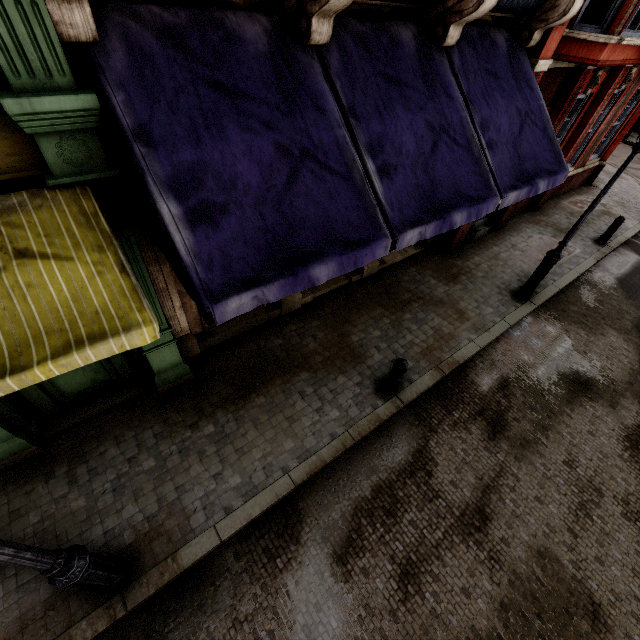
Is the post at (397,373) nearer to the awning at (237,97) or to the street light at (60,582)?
the awning at (237,97)

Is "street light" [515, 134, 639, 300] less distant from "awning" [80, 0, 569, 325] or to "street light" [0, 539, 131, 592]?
"awning" [80, 0, 569, 325]

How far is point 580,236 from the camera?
10.93m

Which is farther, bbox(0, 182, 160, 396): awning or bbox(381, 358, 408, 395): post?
bbox(381, 358, 408, 395): post

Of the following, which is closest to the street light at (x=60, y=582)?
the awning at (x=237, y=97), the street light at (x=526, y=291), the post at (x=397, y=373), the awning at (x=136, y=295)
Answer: the awning at (x=136, y=295)

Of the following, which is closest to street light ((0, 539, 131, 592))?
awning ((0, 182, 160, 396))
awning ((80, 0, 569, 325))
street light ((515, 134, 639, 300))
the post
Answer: awning ((0, 182, 160, 396))

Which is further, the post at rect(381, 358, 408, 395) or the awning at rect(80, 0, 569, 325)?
the post at rect(381, 358, 408, 395)

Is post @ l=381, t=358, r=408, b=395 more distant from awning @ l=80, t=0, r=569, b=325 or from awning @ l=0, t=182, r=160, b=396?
awning @ l=0, t=182, r=160, b=396
